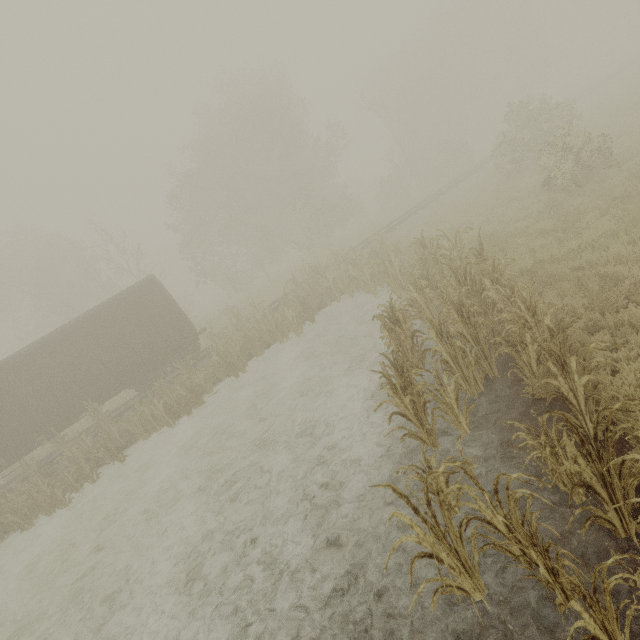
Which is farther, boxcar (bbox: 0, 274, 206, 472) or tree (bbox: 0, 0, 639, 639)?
boxcar (bbox: 0, 274, 206, 472)

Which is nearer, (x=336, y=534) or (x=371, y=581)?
(x=371, y=581)

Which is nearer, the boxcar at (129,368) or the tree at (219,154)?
the tree at (219,154)
